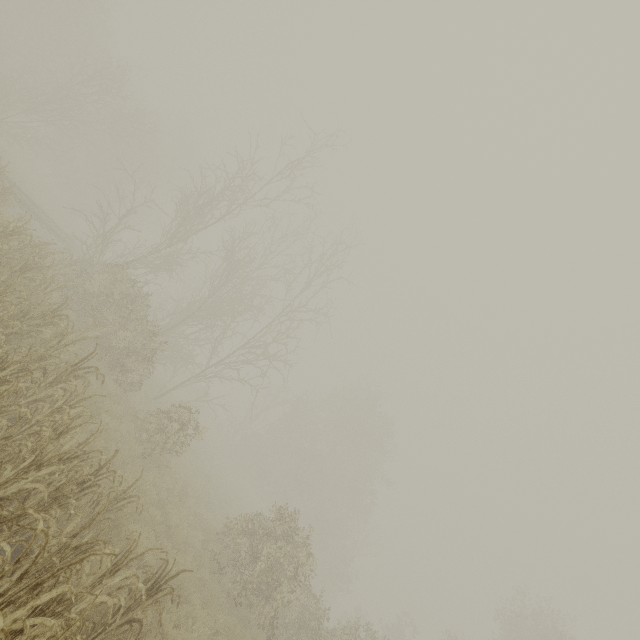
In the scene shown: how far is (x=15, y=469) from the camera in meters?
4.1
